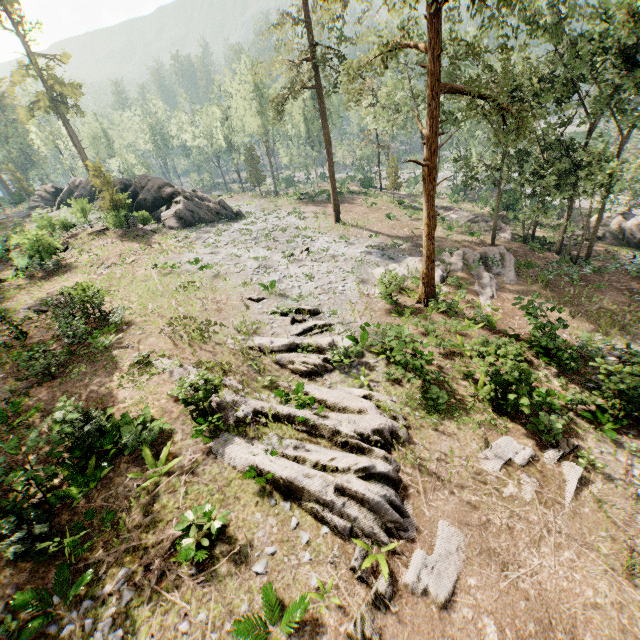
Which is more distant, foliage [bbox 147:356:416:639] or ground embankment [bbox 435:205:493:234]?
ground embankment [bbox 435:205:493:234]

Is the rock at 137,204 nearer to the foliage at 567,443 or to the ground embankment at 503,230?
the foliage at 567,443

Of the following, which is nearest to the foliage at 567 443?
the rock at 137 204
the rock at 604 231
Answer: the rock at 137 204

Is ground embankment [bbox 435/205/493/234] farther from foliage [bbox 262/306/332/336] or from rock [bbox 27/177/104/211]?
rock [bbox 27/177/104/211]

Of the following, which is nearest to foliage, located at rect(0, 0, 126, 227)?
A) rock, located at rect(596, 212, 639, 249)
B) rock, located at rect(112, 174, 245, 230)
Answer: rock, located at rect(112, 174, 245, 230)

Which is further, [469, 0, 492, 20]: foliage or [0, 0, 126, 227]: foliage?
[0, 0, 126, 227]: foliage

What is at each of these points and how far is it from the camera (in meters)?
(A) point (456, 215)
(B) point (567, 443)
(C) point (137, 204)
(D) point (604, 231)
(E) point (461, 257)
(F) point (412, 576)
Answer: (A) ground embankment, 38.47
(B) foliage, 11.28
(C) rock, 35.62
(D) rock, 32.81
(E) foliage, 26.00
(F) foliage, 7.77

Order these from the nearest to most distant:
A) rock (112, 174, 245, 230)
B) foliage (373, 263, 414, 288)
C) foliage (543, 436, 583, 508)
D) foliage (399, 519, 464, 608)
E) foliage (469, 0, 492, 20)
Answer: foliage (399, 519, 464, 608), foliage (469, 0, 492, 20), foliage (543, 436, 583, 508), foliage (373, 263, 414, 288), rock (112, 174, 245, 230)
